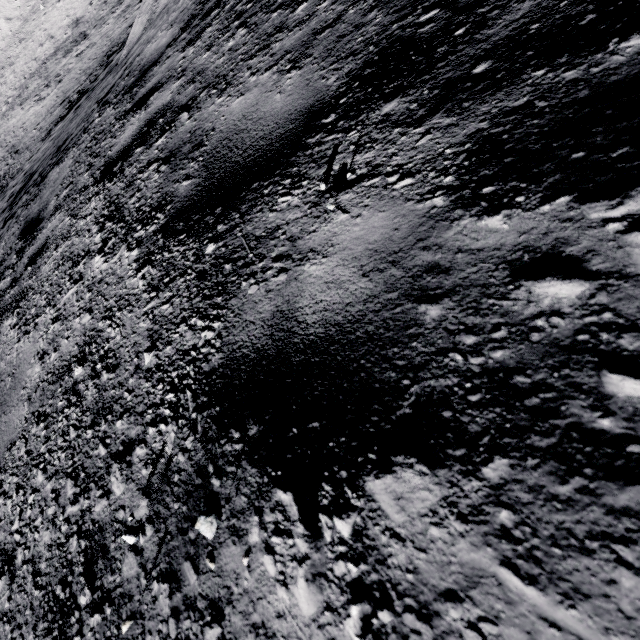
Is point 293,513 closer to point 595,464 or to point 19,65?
point 595,464
